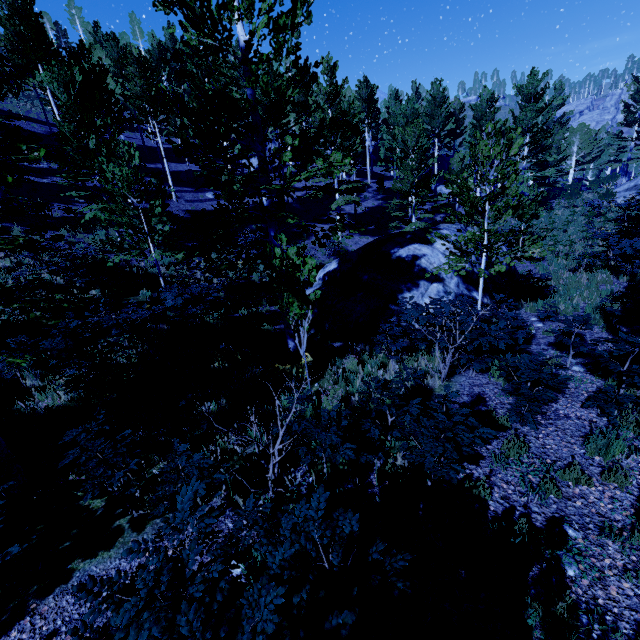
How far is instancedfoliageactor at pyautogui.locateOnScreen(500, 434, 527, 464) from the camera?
4.64m

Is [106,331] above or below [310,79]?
below

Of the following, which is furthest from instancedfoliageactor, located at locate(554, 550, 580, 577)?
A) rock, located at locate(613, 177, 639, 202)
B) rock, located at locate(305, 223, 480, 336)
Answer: rock, located at locate(305, 223, 480, 336)

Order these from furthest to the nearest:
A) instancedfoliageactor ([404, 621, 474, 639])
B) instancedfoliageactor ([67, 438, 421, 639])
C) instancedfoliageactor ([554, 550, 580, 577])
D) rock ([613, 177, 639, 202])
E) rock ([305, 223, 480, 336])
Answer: rock ([613, 177, 639, 202]), rock ([305, 223, 480, 336]), instancedfoliageactor ([554, 550, 580, 577]), instancedfoliageactor ([404, 621, 474, 639]), instancedfoliageactor ([67, 438, 421, 639])

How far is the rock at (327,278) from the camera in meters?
10.7

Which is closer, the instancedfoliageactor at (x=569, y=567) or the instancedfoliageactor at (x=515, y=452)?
the instancedfoliageactor at (x=569, y=567)
